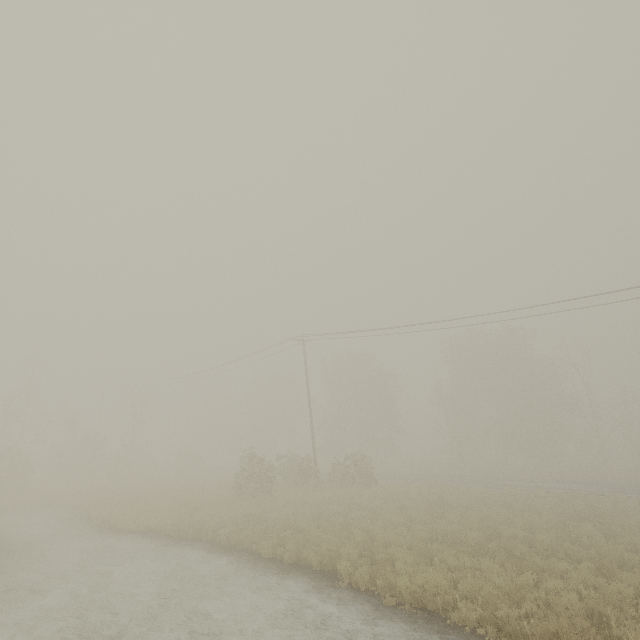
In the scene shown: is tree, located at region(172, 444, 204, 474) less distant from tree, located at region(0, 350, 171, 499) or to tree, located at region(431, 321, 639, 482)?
tree, located at region(431, 321, 639, 482)

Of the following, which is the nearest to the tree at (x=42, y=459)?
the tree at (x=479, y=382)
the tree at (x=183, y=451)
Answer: the tree at (x=183, y=451)

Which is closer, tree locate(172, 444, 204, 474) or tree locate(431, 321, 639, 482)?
tree locate(431, 321, 639, 482)

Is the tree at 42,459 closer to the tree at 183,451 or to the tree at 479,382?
the tree at 183,451

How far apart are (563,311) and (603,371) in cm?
461

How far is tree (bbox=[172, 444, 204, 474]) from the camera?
39.3 meters

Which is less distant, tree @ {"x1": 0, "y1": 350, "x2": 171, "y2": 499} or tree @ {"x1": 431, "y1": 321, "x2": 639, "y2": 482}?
tree @ {"x1": 0, "y1": 350, "x2": 171, "y2": 499}
